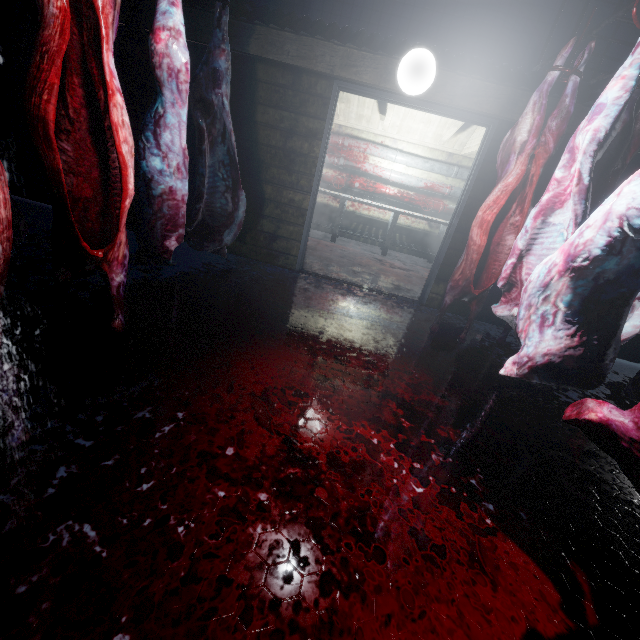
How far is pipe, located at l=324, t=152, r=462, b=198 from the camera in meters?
6.0 m

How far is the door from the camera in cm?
310

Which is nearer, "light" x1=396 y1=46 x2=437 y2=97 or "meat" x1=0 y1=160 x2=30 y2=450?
"meat" x1=0 y1=160 x2=30 y2=450

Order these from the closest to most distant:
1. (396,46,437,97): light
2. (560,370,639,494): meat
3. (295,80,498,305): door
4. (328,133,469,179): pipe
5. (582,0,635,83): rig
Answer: (560,370,639,494): meat
(582,0,635,83): rig
(396,46,437,97): light
(295,80,498,305): door
(328,133,469,179): pipe

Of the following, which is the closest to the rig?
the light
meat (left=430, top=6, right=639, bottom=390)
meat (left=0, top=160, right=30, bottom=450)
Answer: meat (left=430, top=6, right=639, bottom=390)

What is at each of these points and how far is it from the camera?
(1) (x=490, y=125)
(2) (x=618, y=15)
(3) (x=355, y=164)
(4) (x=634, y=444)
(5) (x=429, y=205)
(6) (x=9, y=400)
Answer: (1) door, 3.12m
(2) rig, 1.94m
(3) pipe, 6.07m
(4) meat, 0.88m
(5) pipe, 6.19m
(6) meat, 1.11m

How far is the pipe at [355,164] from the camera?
6.0m

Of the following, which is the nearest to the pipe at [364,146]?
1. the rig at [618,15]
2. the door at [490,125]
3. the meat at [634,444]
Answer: the door at [490,125]
